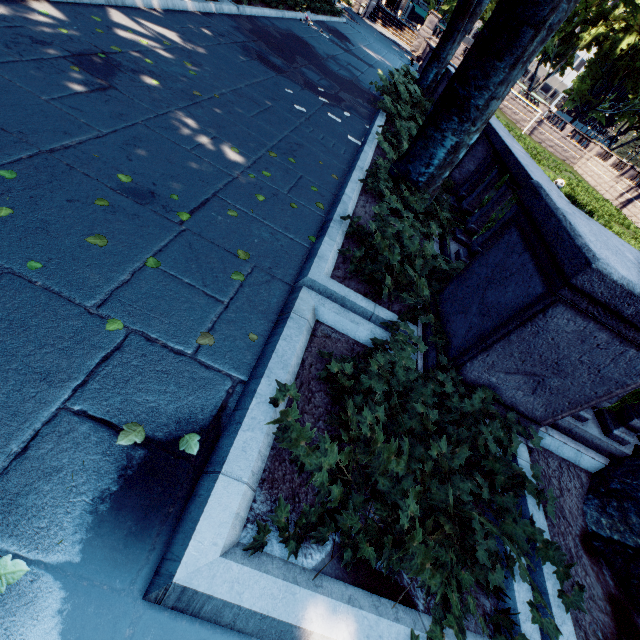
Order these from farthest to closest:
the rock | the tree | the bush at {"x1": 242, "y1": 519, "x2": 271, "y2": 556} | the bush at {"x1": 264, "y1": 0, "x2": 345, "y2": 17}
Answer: the bush at {"x1": 264, "y1": 0, "x2": 345, "y2": 17}, the tree, the rock, the bush at {"x1": 242, "y1": 519, "x2": 271, "y2": 556}

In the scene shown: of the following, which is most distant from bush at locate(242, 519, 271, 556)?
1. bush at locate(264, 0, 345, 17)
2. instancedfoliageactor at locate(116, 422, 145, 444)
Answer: bush at locate(264, 0, 345, 17)

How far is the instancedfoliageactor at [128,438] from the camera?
1.8m

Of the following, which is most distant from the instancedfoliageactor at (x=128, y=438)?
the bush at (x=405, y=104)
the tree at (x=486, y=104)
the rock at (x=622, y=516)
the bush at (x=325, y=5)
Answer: the bush at (x=325, y=5)

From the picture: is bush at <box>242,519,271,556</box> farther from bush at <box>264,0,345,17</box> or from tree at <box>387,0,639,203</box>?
bush at <box>264,0,345,17</box>

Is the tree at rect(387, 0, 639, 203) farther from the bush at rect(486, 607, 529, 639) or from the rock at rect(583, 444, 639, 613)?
the rock at rect(583, 444, 639, 613)

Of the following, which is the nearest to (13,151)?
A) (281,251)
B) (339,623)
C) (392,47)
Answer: (281,251)
